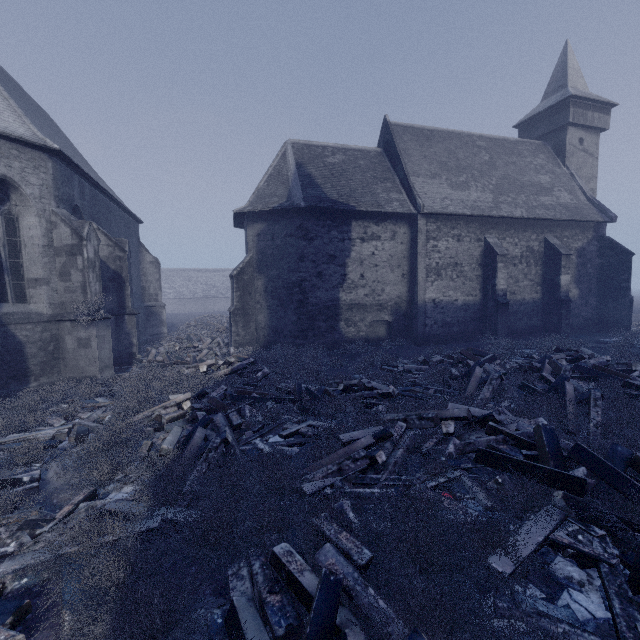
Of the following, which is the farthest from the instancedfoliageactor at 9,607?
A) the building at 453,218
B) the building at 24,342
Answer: the building at 453,218

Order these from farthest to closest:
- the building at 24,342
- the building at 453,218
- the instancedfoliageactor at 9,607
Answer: the building at 453,218
the building at 24,342
the instancedfoliageactor at 9,607

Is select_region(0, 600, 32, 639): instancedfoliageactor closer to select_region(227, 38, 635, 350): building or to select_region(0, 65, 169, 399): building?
select_region(0, 65, 169, 399): building

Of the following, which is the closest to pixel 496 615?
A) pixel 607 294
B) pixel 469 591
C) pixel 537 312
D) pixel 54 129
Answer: pixel 469 591

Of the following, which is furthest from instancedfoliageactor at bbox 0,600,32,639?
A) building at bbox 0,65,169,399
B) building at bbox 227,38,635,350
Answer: building at bbox 227,38,635,350

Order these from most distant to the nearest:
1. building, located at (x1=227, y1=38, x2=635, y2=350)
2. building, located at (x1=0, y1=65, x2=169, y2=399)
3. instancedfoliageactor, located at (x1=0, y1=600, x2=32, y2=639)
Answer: building, located at (x1=227, y1=38, x2=635, y2=350) < building, located at (x1=0, y1=65, x2=169, y2=399) < instancedfoliageactor, located at (x1=0, y1=600, x2=32, y2=639)
